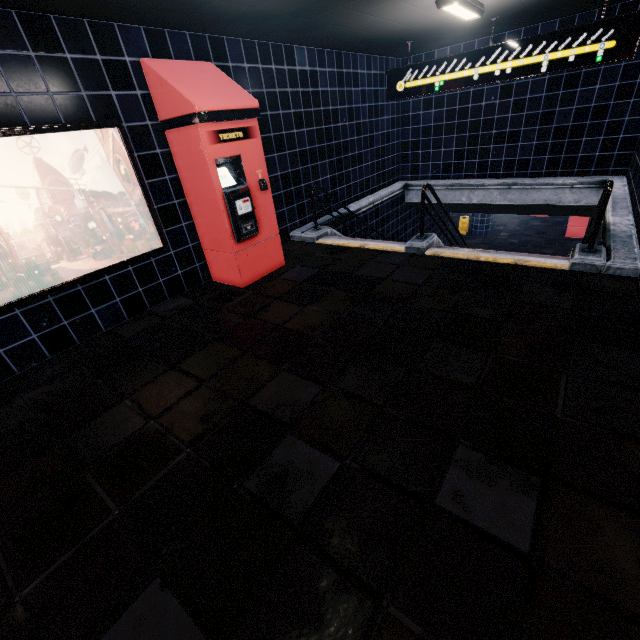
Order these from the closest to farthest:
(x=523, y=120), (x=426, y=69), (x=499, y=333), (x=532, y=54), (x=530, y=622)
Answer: (x=530, y=622) < (x=499, y=333) < (x=532, y=54) < (x=426, y=69) < (x=523, y=120)
